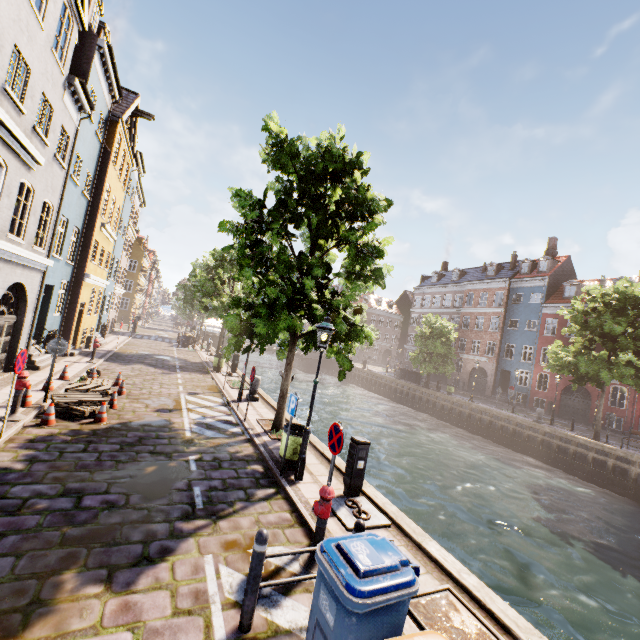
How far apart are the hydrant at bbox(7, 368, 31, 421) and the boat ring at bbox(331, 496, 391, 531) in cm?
777

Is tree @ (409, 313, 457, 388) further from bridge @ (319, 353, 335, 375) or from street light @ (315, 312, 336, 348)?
bridge @ (319, 353, 335, 375)

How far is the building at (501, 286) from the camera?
32.8m

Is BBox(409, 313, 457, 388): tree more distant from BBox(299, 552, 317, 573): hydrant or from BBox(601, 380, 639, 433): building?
BBox(299, 552, 317, 573): hydrant

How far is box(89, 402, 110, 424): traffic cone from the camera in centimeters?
895cm

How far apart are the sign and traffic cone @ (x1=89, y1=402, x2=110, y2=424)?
7.0 meters

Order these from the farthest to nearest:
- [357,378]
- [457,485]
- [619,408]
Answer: [357,378], [619,408], [457,485]

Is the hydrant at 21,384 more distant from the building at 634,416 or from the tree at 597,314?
the building at 634,416
